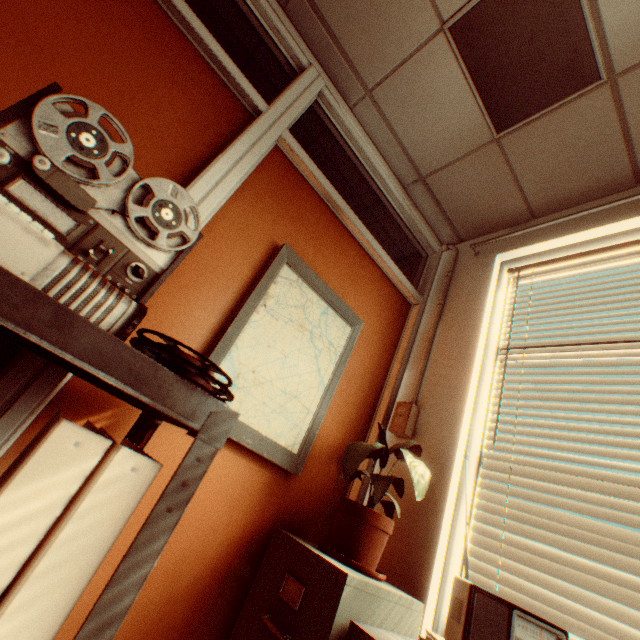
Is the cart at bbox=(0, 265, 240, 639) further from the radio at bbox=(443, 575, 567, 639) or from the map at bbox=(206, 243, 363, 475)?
the radio at bbox=(443, 575, 567, 639)

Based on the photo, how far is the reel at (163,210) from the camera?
1.0m

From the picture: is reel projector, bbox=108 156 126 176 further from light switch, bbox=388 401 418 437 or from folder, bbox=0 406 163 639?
light switch, bbox=388 401 418 437

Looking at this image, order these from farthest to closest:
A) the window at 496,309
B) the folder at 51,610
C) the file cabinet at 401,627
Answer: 1. the window at 496,309
2. the file cabinet at 401,627
3. the folder at 51,610

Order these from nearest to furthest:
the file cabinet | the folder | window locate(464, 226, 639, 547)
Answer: the folder, the file cabinet, window locate(464, 226, 639, 547)

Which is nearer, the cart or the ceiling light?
the cart

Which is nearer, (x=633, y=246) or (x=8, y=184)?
(x=8, y=184)

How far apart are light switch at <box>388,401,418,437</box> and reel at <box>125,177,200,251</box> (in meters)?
1.49
